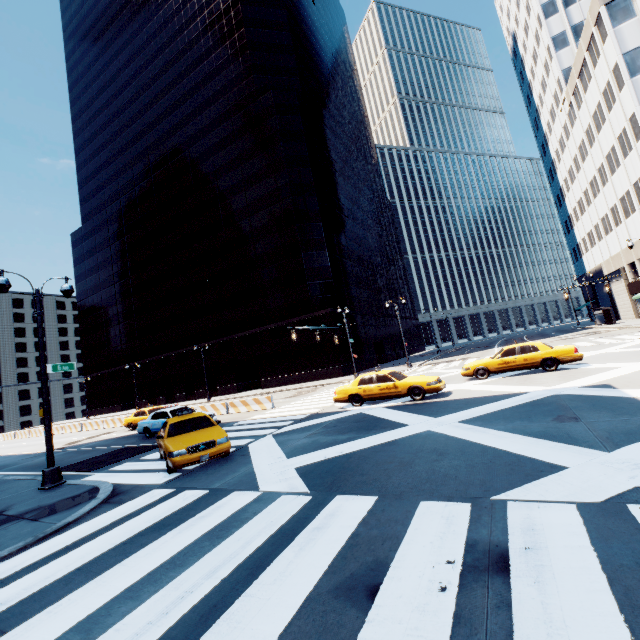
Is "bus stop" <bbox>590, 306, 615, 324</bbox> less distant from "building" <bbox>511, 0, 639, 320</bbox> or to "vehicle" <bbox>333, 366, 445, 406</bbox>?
"building" <bbox>511, 0, 639, 320</bbox>

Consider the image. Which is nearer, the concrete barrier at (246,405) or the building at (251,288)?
the concrete barrier at (246,405)

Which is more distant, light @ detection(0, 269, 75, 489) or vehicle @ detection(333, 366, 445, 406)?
vehicle @ detection(333, 366, 445, 406)

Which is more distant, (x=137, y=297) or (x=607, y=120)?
(x=137, y=297)

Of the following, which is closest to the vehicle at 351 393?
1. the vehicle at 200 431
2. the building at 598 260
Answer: the vehicle at 200 431

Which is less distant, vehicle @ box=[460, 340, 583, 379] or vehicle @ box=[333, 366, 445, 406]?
vehicle @ box=[333, 366, 445, 406]

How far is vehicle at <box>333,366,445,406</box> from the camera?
14.1m

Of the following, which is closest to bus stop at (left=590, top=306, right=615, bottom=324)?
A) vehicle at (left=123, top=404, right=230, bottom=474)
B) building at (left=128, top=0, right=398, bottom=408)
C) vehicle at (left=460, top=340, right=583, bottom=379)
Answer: building at (left=128, top=0, right=398, bottom=408)
